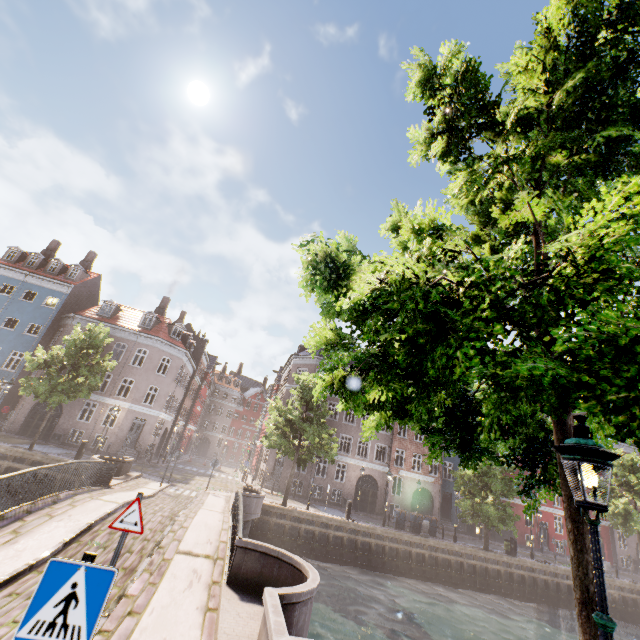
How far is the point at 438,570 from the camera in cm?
2195

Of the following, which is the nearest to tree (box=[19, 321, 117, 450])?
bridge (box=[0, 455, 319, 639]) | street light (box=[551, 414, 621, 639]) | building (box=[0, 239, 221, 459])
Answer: street light (box=[551, 414, 621, 639])

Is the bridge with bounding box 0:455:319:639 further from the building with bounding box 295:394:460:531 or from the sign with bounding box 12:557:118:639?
the building with bounding box 295:394:460:531

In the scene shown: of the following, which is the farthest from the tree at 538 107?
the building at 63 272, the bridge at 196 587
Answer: the building at 63 272

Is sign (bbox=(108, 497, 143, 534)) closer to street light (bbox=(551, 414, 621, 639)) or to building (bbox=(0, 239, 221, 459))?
street light (bbox=(551, 414, 621, 639))

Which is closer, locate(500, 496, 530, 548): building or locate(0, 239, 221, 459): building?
locate(0, 239, 221, 459): building

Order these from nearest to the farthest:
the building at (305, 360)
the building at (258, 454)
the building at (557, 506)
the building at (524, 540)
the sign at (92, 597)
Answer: the sign at (92, 597)
the building at (258, 454)
the building at (524, 540)
the building at (557, 506)
the building at (305, 360)

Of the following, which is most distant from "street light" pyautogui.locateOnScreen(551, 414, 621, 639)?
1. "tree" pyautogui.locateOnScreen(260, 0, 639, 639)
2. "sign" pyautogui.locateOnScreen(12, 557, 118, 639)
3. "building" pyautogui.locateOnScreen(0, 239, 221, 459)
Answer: "building" pyautogui.locateOnScreen(0, 239, 221, 459)
